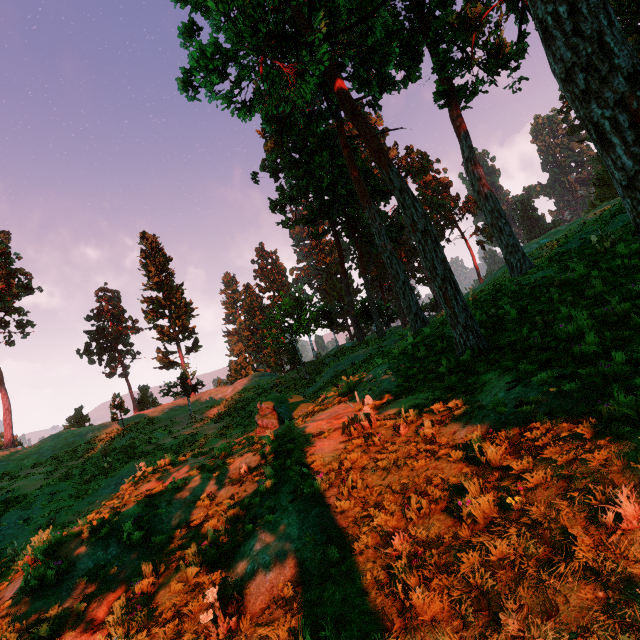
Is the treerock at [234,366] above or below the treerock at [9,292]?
below

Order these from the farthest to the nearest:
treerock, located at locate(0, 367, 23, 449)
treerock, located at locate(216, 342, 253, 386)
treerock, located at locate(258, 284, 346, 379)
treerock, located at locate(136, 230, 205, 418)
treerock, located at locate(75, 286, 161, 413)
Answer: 1. treerock, located at locate(216, 342, 253, 386)
2. treerock, located at locate(75, 286, 161, 413)
3. treerock, located at locate(0, 367, 23, 449)
4. treerock, located at locate(136, 230, 205, 418)
5. treerock, located at locate(258, 284, 346, 379)

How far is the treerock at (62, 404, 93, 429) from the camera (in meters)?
43.05

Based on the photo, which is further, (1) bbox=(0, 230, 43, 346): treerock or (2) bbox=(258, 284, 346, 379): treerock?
(1) bbox=(0, 230, 43, 346): treerock

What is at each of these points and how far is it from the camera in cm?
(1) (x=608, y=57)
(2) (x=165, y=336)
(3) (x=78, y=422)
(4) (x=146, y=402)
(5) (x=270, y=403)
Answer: (1) treerock, 598
(2) treerock, 4275
(3) treerock, 4694
(4) treerock, 5409
(5) treerock, 1582

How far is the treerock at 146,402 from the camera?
47.38m
